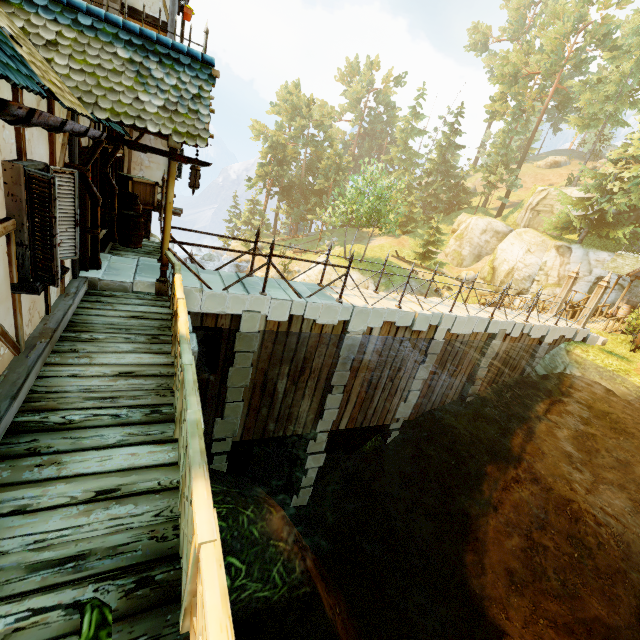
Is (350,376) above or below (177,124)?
below

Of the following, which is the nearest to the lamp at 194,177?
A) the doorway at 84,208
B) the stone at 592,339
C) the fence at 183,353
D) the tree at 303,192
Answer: the fence at 183,353

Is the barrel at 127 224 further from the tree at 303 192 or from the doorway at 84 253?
the tree at 303 192

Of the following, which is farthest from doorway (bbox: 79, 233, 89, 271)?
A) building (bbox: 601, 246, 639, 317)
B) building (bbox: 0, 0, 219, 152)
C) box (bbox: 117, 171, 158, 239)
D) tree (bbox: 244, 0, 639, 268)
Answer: building (bbox: 601, 246, 639, 317)

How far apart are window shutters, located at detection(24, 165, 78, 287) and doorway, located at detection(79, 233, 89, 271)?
2.08m

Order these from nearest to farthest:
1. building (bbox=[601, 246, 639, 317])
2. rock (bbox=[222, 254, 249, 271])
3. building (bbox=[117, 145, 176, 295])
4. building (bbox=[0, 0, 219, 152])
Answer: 1. building (bbox=[0, 0, 219, 152])
2. building (bbox=[117, 145, 176, 295])
3. building (bbox=[601, 246, 639, 317])
4. rock (bbox=[222, 254, 249, 271])

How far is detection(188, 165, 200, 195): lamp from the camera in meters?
6.1

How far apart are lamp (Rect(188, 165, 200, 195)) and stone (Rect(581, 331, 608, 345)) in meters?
18.3
